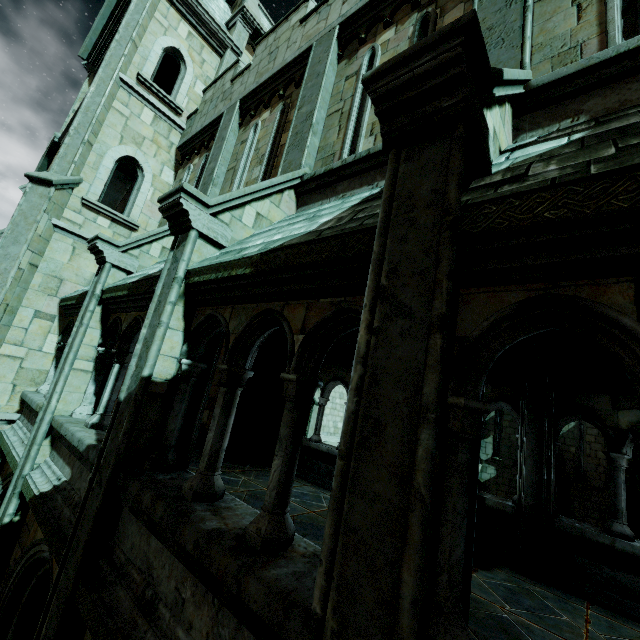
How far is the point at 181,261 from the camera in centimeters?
388cm
